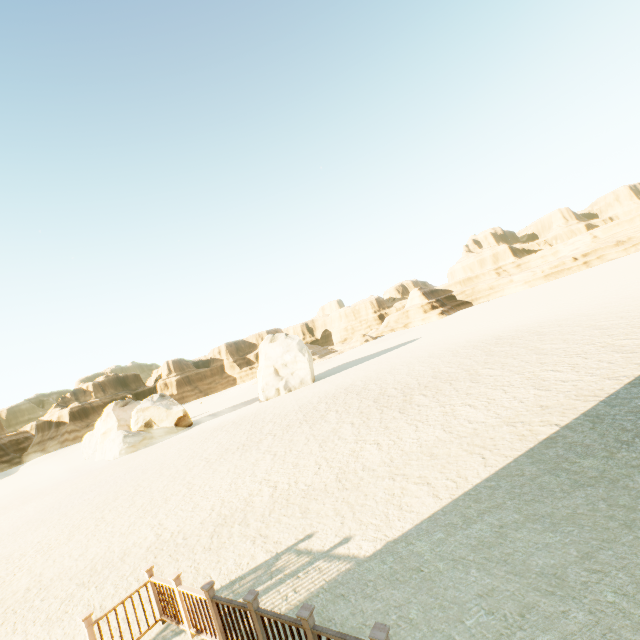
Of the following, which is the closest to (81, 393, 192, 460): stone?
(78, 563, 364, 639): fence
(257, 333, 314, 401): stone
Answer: (257, 333, 314, 401): stone

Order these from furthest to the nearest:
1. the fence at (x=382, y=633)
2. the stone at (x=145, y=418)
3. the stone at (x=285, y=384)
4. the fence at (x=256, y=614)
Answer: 1. the stone at (x=285, y=384)
2. the stone at (x=145, y=418)
3. the fence at (x=256, y=614)
4. the fence at (x=382, y=633)

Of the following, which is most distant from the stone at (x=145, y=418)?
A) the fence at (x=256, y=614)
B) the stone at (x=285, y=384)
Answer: the fence at (x=256, y=614)

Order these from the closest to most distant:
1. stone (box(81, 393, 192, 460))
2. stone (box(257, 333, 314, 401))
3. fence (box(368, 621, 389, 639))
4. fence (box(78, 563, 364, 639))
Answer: fence (box(368, 621, 389, 639)), fence (box(78, 563, 364, 639)), stone (box(81, 393, 192, 460)), stone (box(257, 333, 314, 401))

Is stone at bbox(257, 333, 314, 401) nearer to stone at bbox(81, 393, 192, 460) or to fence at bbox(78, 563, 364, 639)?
stone at bbox(81, 393, 192, 460)

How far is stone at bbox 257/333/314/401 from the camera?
36.1m

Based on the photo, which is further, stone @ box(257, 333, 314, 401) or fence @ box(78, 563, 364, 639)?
stone @ box(257, 333, 314, 401)

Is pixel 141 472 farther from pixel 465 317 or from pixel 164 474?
pixel 465 317
